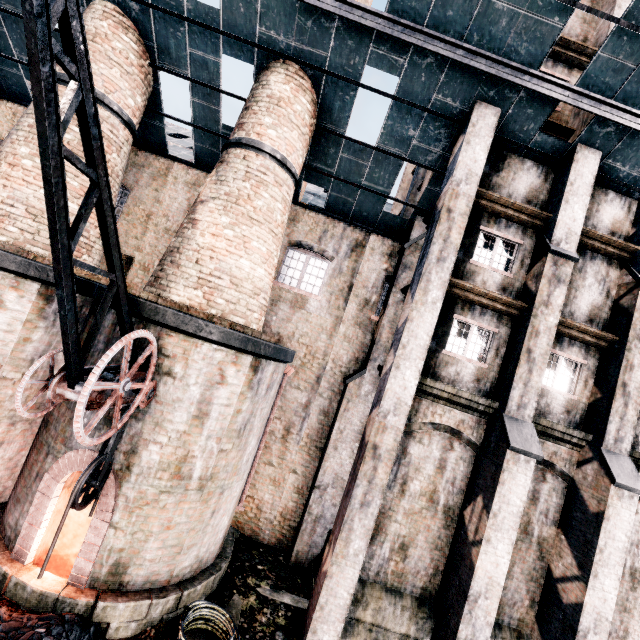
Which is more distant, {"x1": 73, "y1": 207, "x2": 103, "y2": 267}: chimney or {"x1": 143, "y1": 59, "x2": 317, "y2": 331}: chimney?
{"x1": 73, "y1": 207, "x2": 103, "y2": 267}: chimney

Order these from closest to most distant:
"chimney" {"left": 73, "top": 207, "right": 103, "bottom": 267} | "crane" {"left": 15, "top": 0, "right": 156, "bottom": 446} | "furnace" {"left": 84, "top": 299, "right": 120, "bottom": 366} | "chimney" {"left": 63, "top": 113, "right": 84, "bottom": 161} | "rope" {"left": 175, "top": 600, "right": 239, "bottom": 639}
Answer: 1. "crane" {"left": 15, "top": 0, "right": 156, "bottom": 446}
2. "rope" {"left": 175, "top": 600, "right": 239, "bottom": 639}
3. "furnace" {"left": 84, "top": 299, "right": 120, "bottom": 366}
4. "chimney" {"left": 63, "top": 113, "right": 84, "bottom": 161}
5. "chimney" {"left": 73, "top": 207, "right": 103, "bottom": 267}

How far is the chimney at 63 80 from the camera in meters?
10.0 m

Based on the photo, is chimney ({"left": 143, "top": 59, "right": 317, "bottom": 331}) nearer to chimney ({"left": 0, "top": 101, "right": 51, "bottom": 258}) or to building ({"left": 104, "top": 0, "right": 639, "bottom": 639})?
building ({"left": 104, "top": 0, "right": 639, "bottom": 639})

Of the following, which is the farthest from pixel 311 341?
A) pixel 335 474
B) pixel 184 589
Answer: pixel 184 589

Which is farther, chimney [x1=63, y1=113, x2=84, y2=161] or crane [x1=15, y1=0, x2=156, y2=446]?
chimney [x1=63, y1=113, x2=84, y2=161]

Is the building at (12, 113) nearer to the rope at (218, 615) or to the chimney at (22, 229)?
the chimney at (22, 229)

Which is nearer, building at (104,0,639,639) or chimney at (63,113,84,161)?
building at (104,0,639,639)
